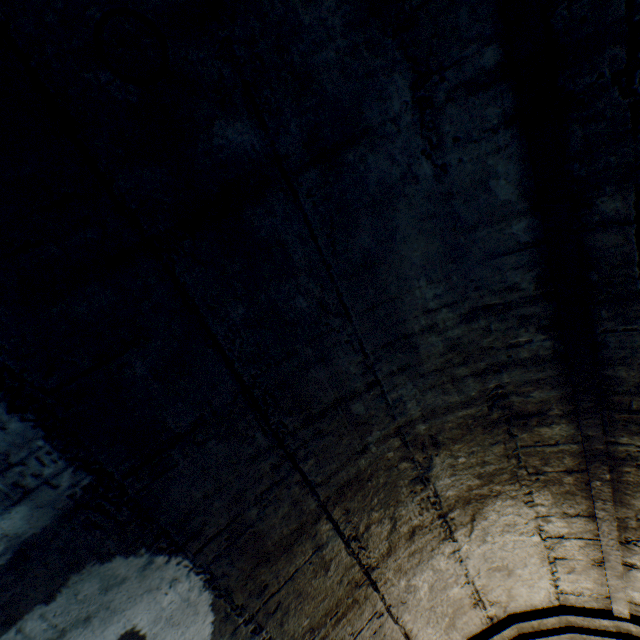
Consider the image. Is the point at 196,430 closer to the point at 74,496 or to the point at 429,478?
the point at 74,496
